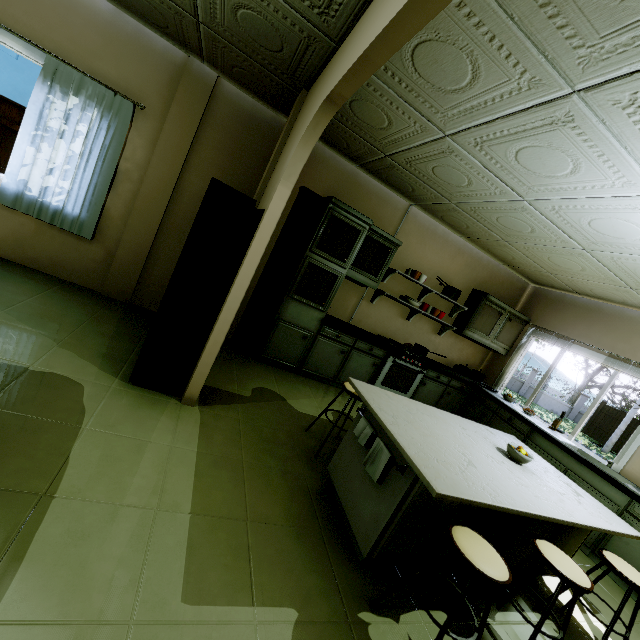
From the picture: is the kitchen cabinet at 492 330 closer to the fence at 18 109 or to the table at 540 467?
the table at 540 467

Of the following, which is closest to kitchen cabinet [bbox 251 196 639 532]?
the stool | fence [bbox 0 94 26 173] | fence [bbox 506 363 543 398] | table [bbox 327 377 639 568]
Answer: table [bbox 327 377 639 568]

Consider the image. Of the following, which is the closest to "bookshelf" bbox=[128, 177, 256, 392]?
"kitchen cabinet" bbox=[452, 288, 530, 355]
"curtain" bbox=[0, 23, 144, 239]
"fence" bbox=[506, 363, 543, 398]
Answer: "curtain" bbox=[0, 23, 144, 239]

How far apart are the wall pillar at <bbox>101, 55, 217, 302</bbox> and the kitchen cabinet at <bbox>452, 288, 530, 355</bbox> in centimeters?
460cm

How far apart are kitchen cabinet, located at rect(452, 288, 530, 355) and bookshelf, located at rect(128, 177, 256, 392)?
3.85m

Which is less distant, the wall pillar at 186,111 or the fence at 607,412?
the wall pillar at 186,111

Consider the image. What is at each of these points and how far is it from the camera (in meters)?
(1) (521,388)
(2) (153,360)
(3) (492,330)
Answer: (1) fence, 26.52
(2) bookshelf, 2.46
(3) kitchen cabinet, 5.36

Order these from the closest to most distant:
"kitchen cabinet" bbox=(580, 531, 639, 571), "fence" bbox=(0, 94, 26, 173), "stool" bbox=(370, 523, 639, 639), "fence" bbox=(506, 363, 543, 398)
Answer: "stool" bbox=(370, 523, 639, 639) < "kitchen cabinet" bbox=(580, 531, 639, 571) < "fence" bbox=(0, 94, 26, 173) < "fence" bbox=(506, 363, 543, 398)
